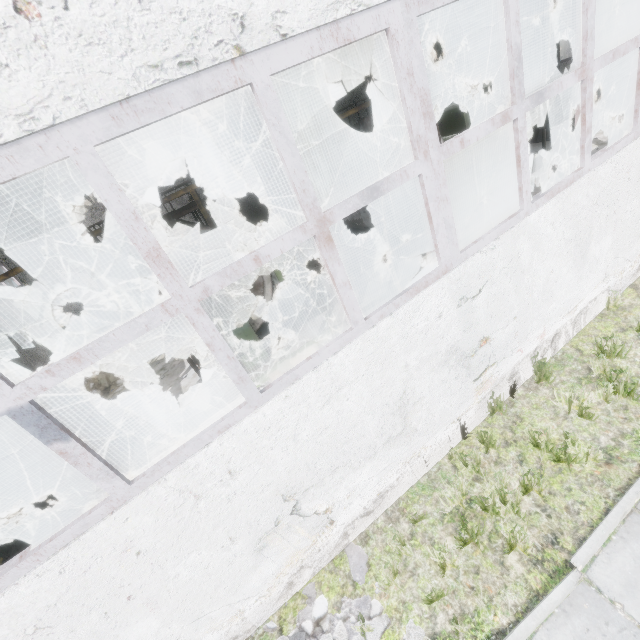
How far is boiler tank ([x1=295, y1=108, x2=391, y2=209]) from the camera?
10.2m

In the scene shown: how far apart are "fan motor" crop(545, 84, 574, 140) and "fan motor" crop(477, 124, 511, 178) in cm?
243

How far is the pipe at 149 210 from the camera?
7.4 meters

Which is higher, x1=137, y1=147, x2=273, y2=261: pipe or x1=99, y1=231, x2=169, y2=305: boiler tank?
x1=137, y1=147, x2=273, y2=261: pipe

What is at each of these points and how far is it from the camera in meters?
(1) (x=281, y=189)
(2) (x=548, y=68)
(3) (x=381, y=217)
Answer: (1) boiler tank, 16.5
(2) boiler box, 14.5
(3) boiler tank, 10.9

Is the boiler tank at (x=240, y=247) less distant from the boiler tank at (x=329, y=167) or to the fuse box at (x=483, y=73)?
the boiler tank at (x=329, y=167)

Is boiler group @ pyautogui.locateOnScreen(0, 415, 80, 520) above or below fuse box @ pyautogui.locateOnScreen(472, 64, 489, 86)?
below

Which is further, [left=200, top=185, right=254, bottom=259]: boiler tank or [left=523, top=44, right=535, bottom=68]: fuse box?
[left=523, top=44, right=535, bottom=68]: fuse box
